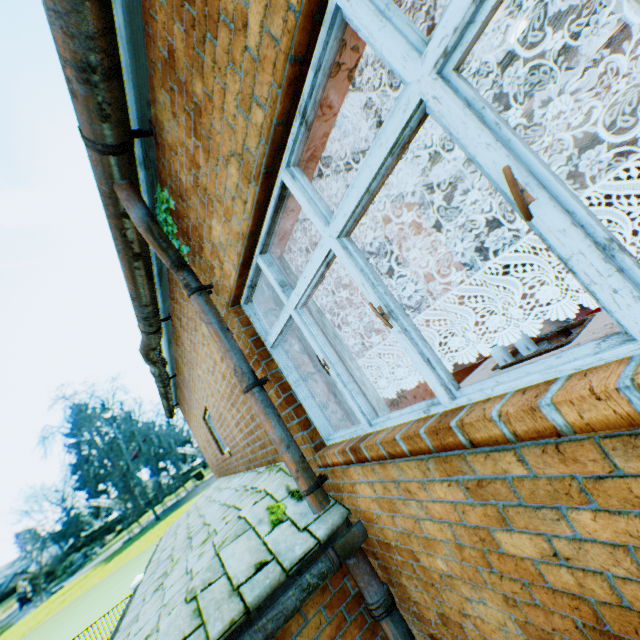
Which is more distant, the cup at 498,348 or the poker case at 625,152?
the poker case at 625,152

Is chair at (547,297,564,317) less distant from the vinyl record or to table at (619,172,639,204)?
table at (619,172,639,204)

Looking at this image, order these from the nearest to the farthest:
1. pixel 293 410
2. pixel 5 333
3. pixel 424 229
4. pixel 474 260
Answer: pixel 293 410
pixel 424 229
pixel 474 260
pixel 5 333

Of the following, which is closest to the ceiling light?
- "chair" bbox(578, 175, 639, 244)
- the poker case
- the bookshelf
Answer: the poker case

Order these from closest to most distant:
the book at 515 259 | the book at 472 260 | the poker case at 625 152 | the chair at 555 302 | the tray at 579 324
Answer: the tray at 579 324 < the poker case at 625 152 < the chair at 555 302 < the book at 472 260 < the book at 515 259

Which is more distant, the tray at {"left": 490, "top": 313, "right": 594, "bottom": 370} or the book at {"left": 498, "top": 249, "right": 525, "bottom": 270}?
the book at {"left": 498, "top": 249, "right": 525, "bottom": 270}

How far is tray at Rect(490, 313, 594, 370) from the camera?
1.7m

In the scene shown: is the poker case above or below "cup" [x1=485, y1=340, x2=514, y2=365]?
above
